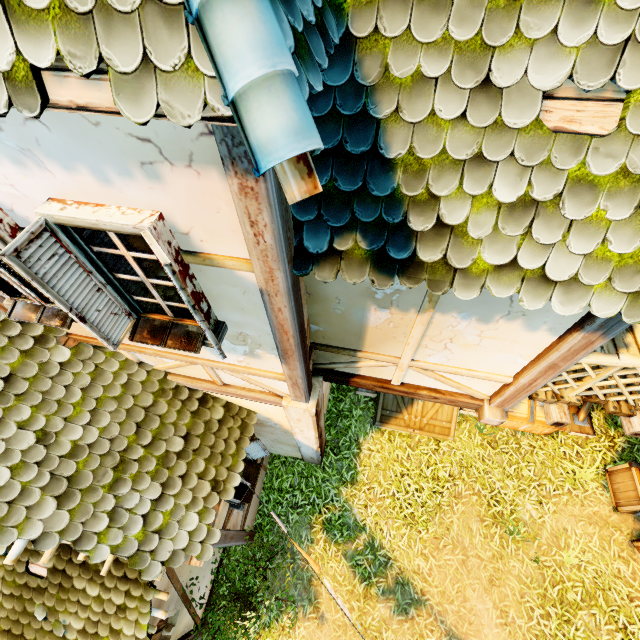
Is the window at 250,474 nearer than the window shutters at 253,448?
No

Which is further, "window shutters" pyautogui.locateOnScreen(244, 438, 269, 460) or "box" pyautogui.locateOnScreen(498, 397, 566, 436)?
"box" pyautogui.locateOnScreen(498, 397, 566, 436)

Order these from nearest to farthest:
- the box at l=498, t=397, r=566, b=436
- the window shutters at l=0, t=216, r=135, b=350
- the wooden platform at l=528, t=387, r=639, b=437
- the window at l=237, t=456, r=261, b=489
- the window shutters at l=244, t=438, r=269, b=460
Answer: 1. the window shutters at l=0, t=216, r=135, b=350
2. the wooden platform at l=528, t=387, r=639, b=437
3. the window shutters at l=244, t=438, r=269, b=460
4. the window at l=237, t=456, r=261, b=489
5. the box at l=498, t=397, r=566, b=436

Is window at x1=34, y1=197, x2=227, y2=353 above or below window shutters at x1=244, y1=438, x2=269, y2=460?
above

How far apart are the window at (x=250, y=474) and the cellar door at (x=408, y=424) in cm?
305

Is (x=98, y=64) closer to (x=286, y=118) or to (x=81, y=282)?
(x=286, y=118)

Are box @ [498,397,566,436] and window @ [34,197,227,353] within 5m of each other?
no

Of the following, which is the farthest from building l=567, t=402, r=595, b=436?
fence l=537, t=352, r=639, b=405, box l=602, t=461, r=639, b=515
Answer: box l=602, t=461, r=639, b=515
